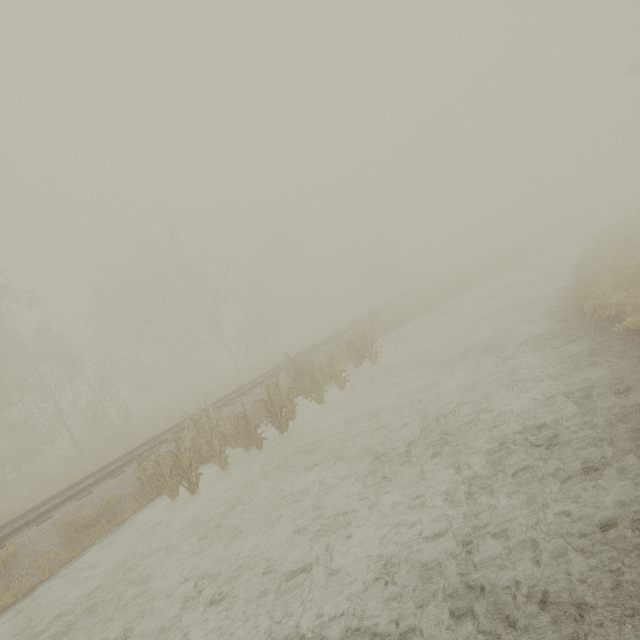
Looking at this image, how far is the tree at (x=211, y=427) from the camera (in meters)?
8.44

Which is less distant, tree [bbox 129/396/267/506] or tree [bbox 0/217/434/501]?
tree [bbox 129/396/267/506]

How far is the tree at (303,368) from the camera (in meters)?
10.21

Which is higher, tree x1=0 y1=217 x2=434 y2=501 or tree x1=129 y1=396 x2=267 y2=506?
tree x1=0 y1=217 x2=434 y2=501

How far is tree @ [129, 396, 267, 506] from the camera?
8.44m

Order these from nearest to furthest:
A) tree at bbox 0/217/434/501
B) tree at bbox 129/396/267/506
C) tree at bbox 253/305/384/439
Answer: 1. tree at bbox 129/396/267/506
2. tree at bbox 253/305/384/439
3. tree at bbox 0/217/434/501

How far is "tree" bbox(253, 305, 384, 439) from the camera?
10.21m

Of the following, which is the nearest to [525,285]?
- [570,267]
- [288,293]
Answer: [570,267]
